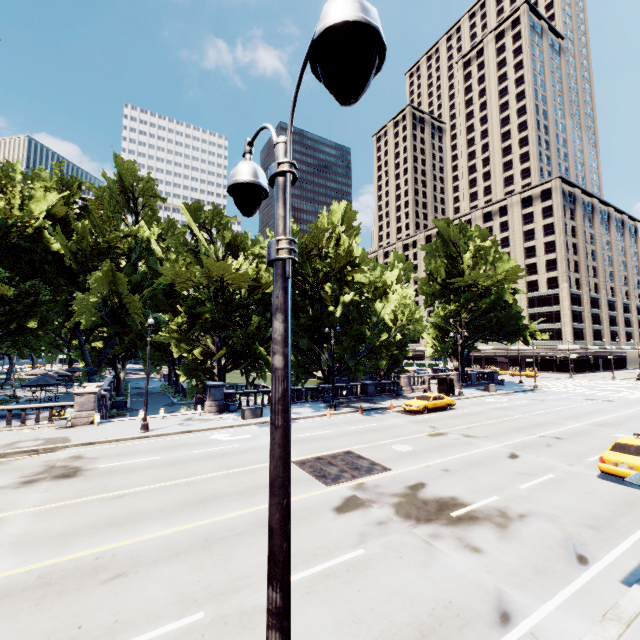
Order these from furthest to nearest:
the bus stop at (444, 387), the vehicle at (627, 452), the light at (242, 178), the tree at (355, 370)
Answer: the bus stop at (444, 387), the tree at (355, 370), the vehicle at (627, 452), the light at (242, 178)

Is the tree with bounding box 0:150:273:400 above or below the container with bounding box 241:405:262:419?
above

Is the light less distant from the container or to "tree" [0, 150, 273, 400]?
"tree" [0, 150, 273, 400]

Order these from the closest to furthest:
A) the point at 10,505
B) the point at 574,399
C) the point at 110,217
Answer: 1. the point at 10,505
2. the point at 574,399
3. the point at 110,217

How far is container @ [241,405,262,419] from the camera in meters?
24.3

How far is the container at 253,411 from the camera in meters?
24.3 m

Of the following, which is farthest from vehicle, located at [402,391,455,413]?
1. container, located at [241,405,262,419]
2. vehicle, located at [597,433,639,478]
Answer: vehicle, located at [597,433,639,478]

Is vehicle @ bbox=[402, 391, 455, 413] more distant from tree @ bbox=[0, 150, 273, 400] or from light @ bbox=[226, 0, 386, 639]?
light @ bbox=[226, 0, 386, 639]
